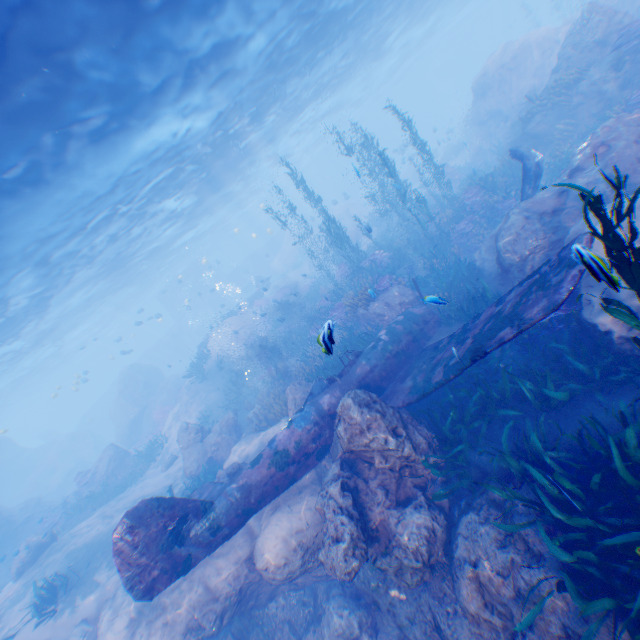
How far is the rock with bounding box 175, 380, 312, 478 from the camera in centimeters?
1105cm

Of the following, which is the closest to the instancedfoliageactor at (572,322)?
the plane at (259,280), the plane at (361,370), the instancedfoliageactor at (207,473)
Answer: the plane at (361,370)

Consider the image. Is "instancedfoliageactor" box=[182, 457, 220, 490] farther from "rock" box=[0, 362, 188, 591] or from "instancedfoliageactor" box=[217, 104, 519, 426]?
"instancedfoliageactor" box=[217, 104, 519, 426]

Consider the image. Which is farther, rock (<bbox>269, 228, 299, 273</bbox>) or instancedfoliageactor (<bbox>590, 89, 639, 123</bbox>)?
rock (<bbox>269, 228, 299, 273</bbox>)

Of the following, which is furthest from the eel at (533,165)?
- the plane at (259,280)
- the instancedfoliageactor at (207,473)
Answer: the plane at (259,280)

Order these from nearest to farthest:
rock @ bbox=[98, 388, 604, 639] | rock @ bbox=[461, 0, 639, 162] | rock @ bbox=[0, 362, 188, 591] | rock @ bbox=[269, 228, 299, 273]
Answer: rock @ bbox=[98, 388, 604, 639] → rock @ bbox=[461, 0, 639, 162] → rock @ bbox=[0, 362, 188, 591] → rock @ bbox=[269, 228, 299, 273]

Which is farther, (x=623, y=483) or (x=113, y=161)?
(x=113, y=161)
